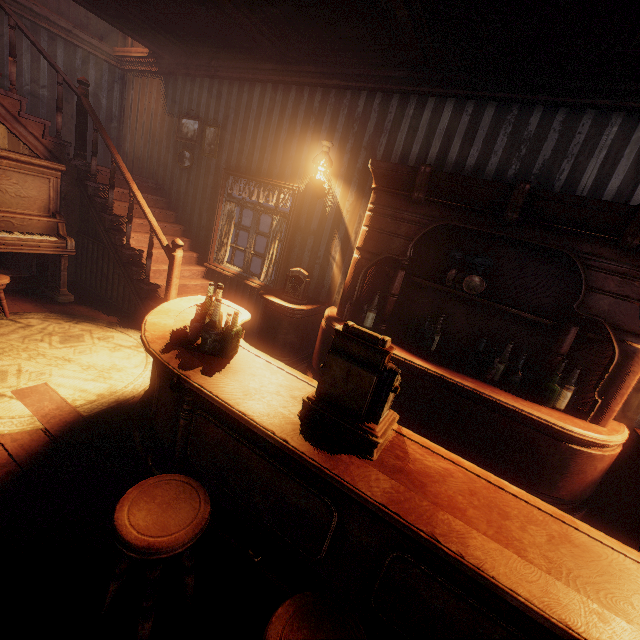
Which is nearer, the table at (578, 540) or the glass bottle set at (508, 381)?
the table at (578, 540)

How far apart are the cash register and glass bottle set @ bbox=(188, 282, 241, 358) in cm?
73

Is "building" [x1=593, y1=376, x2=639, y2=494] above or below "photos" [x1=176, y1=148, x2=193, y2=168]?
below

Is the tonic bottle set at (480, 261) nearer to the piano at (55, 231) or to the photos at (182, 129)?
the photos at (182, 129)

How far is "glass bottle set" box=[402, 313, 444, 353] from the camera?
3.6 meters

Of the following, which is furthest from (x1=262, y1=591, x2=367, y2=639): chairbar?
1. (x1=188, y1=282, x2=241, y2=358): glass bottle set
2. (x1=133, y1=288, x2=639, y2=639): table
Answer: (x1=188, y1=282, x2=241, y2=358): glass bottle set

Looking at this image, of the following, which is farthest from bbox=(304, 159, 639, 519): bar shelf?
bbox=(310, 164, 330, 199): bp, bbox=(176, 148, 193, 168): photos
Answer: bbox=(176, 148, 193, 168): photos

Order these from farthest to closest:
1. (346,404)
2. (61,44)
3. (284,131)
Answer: (61,44), (284,131), (346,404)
